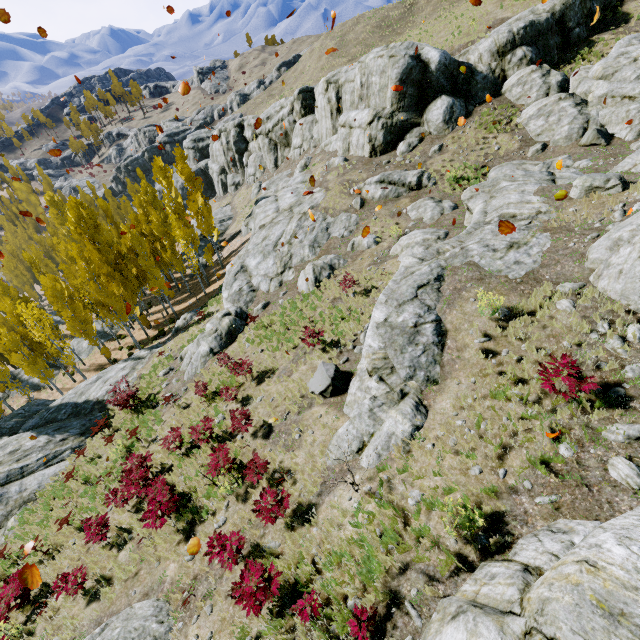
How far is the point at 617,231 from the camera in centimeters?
890cm

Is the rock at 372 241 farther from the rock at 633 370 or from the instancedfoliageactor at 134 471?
the instancedfoliageactor at 134 471

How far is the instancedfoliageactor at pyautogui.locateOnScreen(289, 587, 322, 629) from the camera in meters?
6.0

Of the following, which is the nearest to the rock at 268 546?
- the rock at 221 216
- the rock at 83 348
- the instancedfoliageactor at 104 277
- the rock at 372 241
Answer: the instancedfoliageactor at 104 277

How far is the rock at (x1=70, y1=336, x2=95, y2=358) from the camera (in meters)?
36.72

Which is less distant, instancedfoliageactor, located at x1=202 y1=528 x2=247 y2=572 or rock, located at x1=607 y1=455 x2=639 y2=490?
rock, located at x1=607 y1=455 x2=639 y2=490

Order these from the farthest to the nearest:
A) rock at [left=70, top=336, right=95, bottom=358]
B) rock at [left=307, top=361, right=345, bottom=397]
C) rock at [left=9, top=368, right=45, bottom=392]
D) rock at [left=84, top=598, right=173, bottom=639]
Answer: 1. rock at [left=70, top=336, right=95, bottom=358]
2. rock at [left=9, top=368, right=45, bottom=392]
3. rock at [left=307, top=361, right=345, bottom=397]
4. rock at [left=84, top=598, right=173, bottom=639]

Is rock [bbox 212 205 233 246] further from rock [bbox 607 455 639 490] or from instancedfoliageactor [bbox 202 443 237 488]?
rock [bbox 607 455 639 490]
